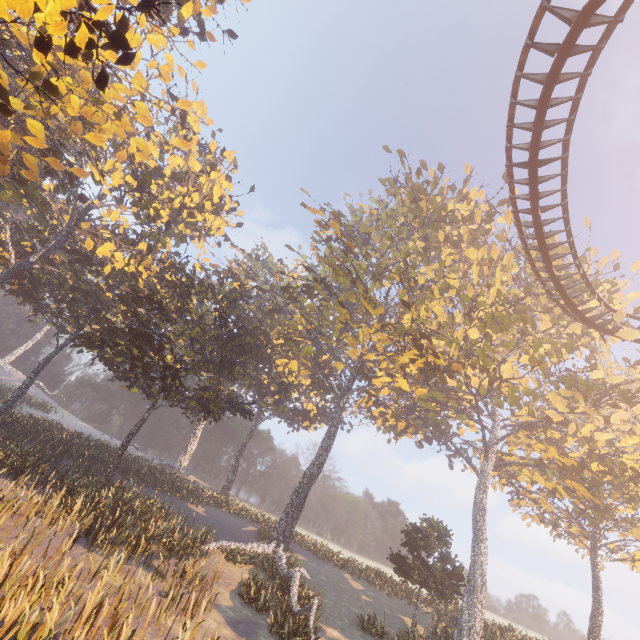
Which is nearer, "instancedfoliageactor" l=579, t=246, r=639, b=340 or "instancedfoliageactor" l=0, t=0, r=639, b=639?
"instancedfoliageactor" l=0, t=0, r=639, b=639

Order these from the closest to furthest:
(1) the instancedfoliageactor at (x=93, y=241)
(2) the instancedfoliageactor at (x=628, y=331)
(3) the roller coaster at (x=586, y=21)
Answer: (3) the roller coaster at (x=586, y=21)
(1) the instancedfoliageactor at (x=93, y=241)
(2) the instancedfoliageactor at (x=628, y=331)

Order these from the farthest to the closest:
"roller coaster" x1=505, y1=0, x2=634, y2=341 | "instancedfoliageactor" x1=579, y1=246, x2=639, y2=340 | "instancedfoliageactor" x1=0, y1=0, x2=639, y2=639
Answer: "instancedfoliageactor" x1=579, y1=246, x2=639, y2=340 < "instancedfoliageactor" x1=0, y1=0, x2=639, y2=639 < "roller coaster" x1=505, y1=0, x2=634, y2=341

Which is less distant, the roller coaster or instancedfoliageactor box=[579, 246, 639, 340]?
the roller coaster

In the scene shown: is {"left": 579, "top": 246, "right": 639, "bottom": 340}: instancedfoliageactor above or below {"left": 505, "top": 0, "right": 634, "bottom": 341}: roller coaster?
above

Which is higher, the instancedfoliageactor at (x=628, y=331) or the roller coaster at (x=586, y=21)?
the instancedfoliageactor at (x=628, y=331)

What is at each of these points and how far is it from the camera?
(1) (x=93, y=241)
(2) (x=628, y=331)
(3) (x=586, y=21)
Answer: (1) instancedfoliageactor, 31.7 meters
(2) instancedfoliageactor, 19.2 meters
(3) roller coaster, 9.0 meters
